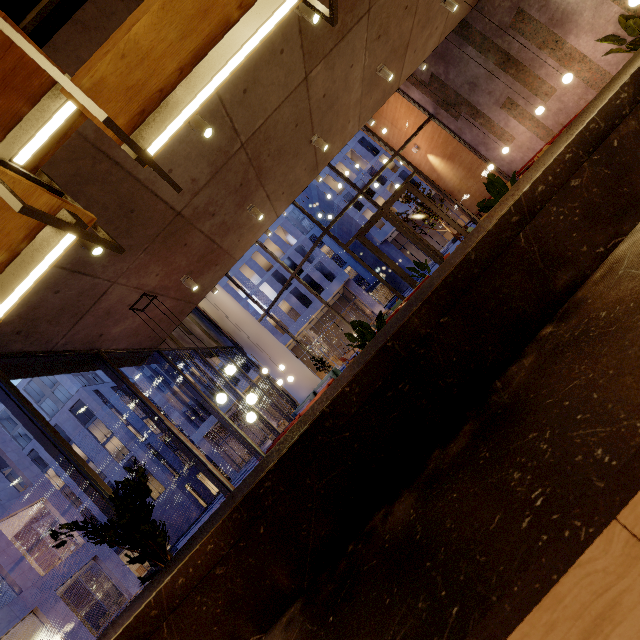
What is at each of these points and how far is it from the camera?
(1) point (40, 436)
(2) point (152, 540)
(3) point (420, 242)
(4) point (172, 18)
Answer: (1) window frame, 3.9 meters
(2) tree, 3.2 meters
(3) door, 11.9 meters
(4) bar shelf, 1.2 meters

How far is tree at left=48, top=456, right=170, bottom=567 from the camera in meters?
2.9

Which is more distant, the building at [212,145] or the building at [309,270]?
the building at [309,270]

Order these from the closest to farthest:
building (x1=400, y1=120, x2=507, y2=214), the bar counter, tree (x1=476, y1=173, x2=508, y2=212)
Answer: the bar counter < tree (x1=476, y1=173, x2=508, y2=212) < building (x1=400, y1=120, x2=507, y2=214)

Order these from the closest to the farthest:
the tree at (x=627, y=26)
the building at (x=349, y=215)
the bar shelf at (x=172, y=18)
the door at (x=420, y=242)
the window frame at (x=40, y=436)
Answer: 1. the bar shelf at (x=172, y=18)
2. the window frame at (x=40, y=436)
3. the tree at (x=627, y=26)
4. the door at (x=420, y=242)
5. the building at (x=349, y=215)

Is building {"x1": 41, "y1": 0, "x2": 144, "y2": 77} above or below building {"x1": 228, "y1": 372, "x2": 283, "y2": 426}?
above

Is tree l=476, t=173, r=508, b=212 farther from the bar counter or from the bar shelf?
the bar shelf

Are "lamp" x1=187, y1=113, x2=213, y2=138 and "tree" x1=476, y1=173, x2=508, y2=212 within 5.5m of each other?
yes
